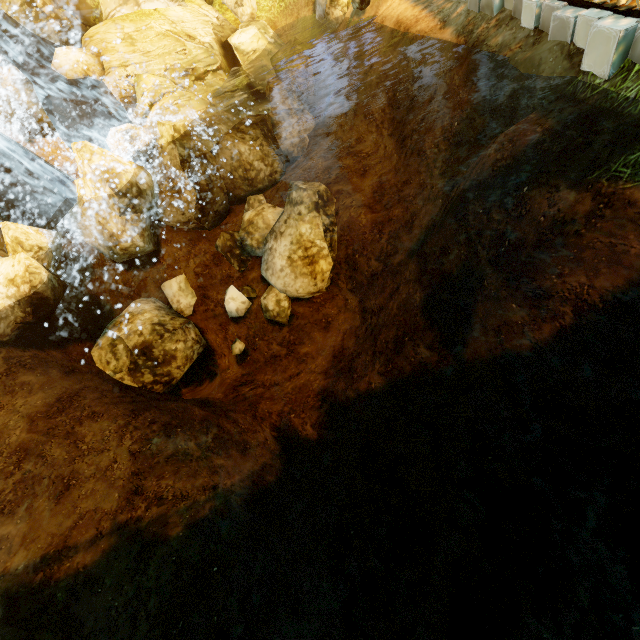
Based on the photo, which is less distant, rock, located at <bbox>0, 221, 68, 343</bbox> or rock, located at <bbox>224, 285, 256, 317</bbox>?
rock, located at <bbox>0, 221, 68, 343</bbox>

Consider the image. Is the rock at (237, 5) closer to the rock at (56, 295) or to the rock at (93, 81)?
the rock at (93, 81)

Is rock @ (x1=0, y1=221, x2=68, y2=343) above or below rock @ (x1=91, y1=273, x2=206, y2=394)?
above

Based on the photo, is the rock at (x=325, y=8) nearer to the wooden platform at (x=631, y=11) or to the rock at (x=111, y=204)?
the rock at (x=111, y=204)

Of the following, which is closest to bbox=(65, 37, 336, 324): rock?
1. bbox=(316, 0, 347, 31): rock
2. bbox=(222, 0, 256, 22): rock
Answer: bbox=(316, 0, 347, 31): rock

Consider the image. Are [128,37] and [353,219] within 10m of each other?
no

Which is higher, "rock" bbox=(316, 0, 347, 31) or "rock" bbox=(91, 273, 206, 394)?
"rock" bbox=(316, 0, 347, 31)

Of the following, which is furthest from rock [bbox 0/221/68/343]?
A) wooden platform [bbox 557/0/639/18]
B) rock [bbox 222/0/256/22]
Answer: rock [bbox 222/0/256/22]
